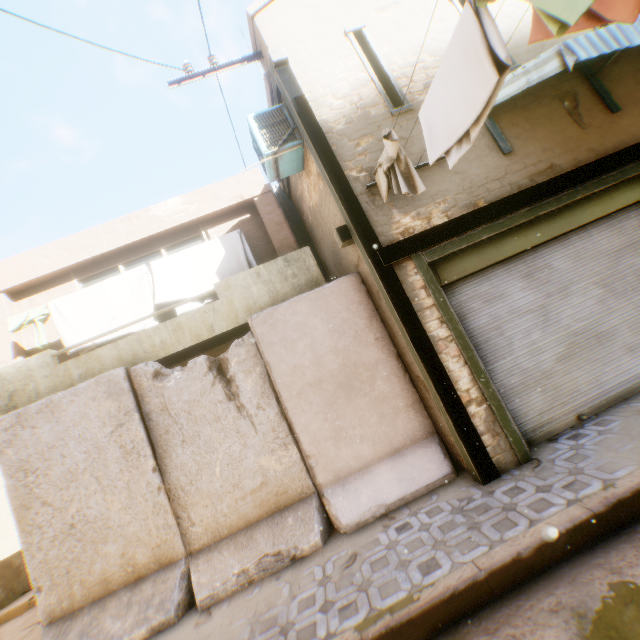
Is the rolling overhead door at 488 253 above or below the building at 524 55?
below

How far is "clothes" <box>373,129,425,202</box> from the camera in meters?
3.7

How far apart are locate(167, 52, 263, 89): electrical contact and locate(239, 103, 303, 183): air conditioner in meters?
1.0

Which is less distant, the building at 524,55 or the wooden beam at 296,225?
the building at 524,55

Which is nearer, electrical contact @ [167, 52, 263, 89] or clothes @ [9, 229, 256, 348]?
electrical contact @ [167, 52, 263, 89]

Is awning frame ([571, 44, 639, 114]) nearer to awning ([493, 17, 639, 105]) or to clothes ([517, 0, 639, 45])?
awning ([493, 17, 639, 105])

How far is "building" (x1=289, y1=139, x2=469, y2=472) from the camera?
4.77m

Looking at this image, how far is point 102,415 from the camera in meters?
4.8 m
